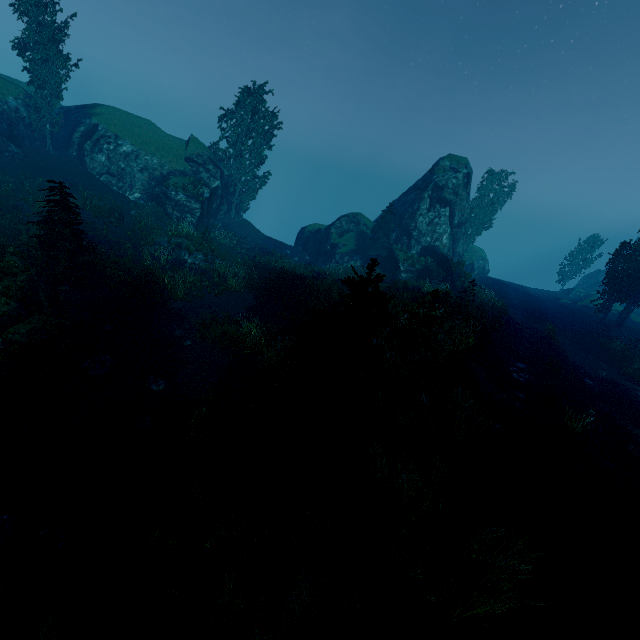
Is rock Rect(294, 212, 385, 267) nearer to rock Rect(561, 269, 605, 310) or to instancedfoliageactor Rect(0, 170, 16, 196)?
instancedfoliageactor Rect(0, 170, 16, 196)

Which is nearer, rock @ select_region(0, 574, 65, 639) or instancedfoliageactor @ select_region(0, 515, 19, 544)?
rock @ select_region(0, 574, 65, 639)

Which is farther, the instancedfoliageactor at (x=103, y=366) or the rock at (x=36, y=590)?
the instancedfoliageactor at (x=103, y=366)

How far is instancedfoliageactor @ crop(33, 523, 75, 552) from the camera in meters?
6.1 m

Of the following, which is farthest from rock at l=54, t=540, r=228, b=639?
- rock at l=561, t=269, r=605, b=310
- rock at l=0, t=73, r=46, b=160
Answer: rock at l=561, t=269, r=605, b=310

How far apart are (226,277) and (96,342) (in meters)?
9.00

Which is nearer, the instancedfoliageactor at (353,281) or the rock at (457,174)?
the instancedfoliageactor at (353,281)
